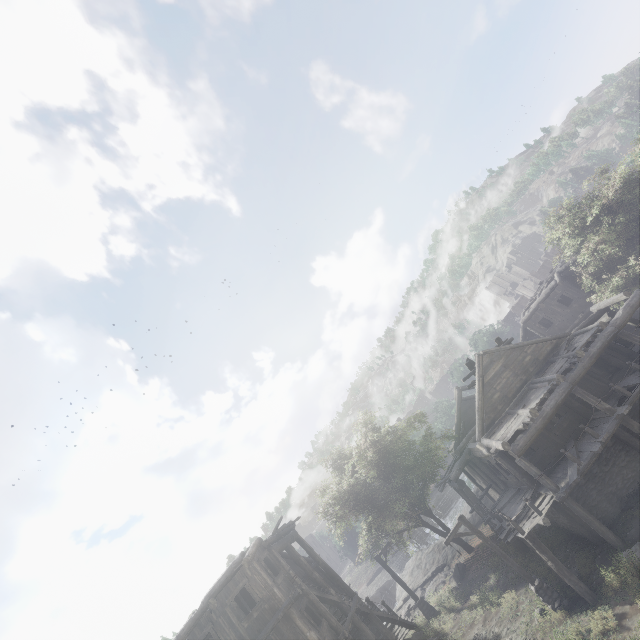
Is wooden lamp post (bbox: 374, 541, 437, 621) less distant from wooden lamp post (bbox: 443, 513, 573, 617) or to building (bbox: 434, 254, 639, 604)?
building (bbox: 434, 254, 639, 604)

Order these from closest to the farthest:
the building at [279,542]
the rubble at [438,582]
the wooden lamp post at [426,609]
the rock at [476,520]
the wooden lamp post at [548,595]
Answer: the wooden lamp post at [548,595] < the building at [279,542] < the wooden lamp post at [426,609] < the rubble at [438,582] < the rock at [476,520]

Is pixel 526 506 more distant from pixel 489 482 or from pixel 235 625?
pixel 235 625

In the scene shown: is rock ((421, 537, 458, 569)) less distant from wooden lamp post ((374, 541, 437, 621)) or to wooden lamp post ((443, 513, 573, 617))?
wooden lamp post ((374, 541, 437, 621))

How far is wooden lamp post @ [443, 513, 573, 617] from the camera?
13.1 meters

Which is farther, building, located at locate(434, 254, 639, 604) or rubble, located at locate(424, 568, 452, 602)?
rubble, located at locate(424, 568, 452, 602)

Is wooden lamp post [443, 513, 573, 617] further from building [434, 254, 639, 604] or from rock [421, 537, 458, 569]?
rock [421, 537, 458, 569]

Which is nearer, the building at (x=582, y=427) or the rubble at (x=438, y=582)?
the building at (x=582, y=427)
